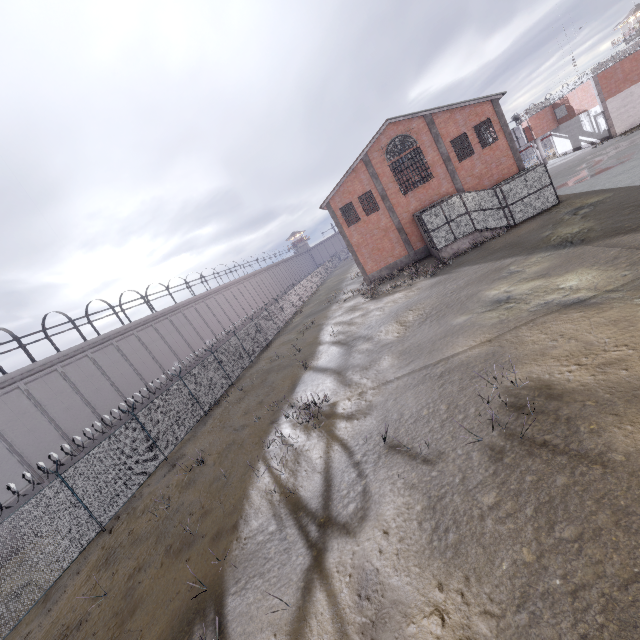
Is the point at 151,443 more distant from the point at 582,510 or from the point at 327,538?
the point at 582,510
